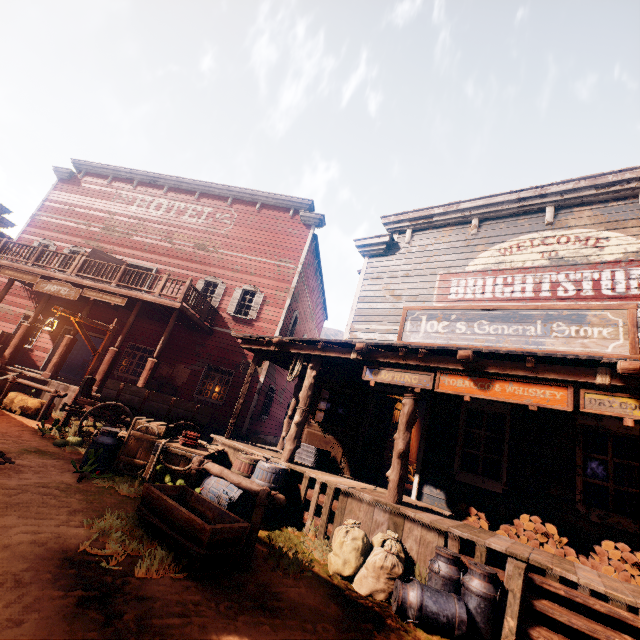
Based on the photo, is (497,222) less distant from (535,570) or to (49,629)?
(535,570)

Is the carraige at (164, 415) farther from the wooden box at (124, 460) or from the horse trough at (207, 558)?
the horse trough at (207, 558)

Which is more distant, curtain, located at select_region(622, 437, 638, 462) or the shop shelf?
the shop shelf

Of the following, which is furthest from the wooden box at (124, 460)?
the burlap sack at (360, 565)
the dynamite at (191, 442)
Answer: the burlap sack at (360, 565)

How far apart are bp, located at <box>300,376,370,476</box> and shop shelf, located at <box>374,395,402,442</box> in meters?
3.1

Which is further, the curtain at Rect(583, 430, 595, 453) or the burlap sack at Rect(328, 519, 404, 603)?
the curtain at Rect(583, 430, 595, 453)

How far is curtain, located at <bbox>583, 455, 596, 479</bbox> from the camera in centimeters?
569cm

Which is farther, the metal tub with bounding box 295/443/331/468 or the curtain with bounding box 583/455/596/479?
the metal tub with bounding box 295/443/331/468
